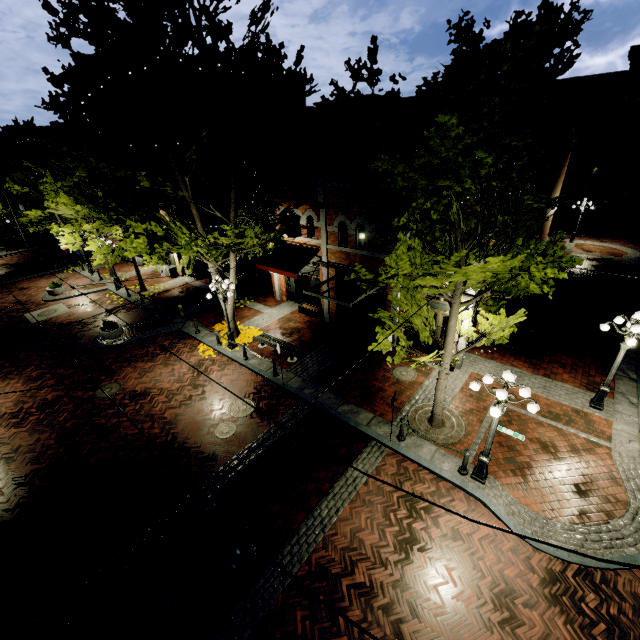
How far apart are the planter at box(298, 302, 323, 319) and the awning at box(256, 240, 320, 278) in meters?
2.2 m

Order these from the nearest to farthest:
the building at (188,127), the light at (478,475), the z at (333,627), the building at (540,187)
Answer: the z at (333,627)
the light at (478,475)
the building at (540,187)
the building at (188,127)

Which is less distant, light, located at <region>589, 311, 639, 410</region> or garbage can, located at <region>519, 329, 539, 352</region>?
light, located at <region>589, 311, 639, 410</region>

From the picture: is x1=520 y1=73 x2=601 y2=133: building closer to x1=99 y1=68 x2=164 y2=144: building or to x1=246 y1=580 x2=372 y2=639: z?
x1=99 y1=68 x2=164 y2=144: building

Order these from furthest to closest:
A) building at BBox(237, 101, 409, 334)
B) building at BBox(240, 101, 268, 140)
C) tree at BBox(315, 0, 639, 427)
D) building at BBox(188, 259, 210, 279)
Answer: building at BBox(188, 259, 210, 279) < building at BBox(240, 101, 268, 140) < building at BBox(237, 101, 409, 334) < tree at BBox(315, 0, 639, 427)

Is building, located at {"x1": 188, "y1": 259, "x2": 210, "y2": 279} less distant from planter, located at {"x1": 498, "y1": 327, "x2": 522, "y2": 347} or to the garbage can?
planter, located at {"x1": 498, "y1": 327, "x2": 522, "y2": 347}

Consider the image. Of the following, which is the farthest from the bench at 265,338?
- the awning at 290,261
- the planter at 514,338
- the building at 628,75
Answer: the building at 628,75

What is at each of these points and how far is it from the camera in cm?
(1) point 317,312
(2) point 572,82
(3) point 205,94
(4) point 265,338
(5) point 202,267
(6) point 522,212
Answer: (1) planter, 1744
(2) building, 3416
(3) building, 2244
(4) bench, 1519
(5) building, 2398
(6) tree, 625
